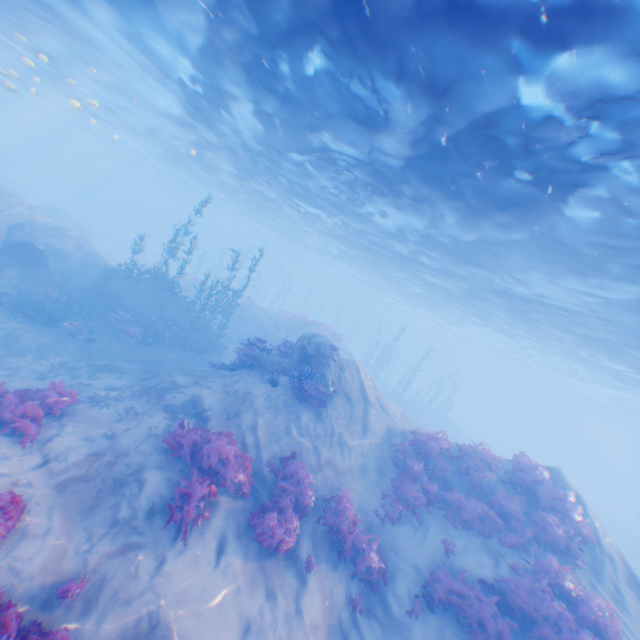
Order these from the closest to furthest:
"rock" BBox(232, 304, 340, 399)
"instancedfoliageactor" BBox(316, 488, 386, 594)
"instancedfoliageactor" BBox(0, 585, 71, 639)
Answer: "instancedfoliageactor" BBox(0, 585, 71, 639) < "instancedfoliageactor" BBox(316, 488, 386, 594) < "rock" BBox(232, 304, 340, 399)

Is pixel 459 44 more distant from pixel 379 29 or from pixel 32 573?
pixel 32 573

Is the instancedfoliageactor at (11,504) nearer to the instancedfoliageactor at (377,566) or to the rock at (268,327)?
the rock at (268,327)

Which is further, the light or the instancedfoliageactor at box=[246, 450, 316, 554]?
the instancedfoliageactor at box=[246, 450, 316, 554]

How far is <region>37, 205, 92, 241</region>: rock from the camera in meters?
33.0

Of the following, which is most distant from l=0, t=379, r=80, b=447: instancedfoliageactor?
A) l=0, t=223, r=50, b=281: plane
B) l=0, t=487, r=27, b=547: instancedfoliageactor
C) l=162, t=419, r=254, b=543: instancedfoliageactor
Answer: l=0, t=223, r=50, b=281: plane

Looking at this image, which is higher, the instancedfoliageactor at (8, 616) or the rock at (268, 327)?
the rock at (268, 327)

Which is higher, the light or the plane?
the light
